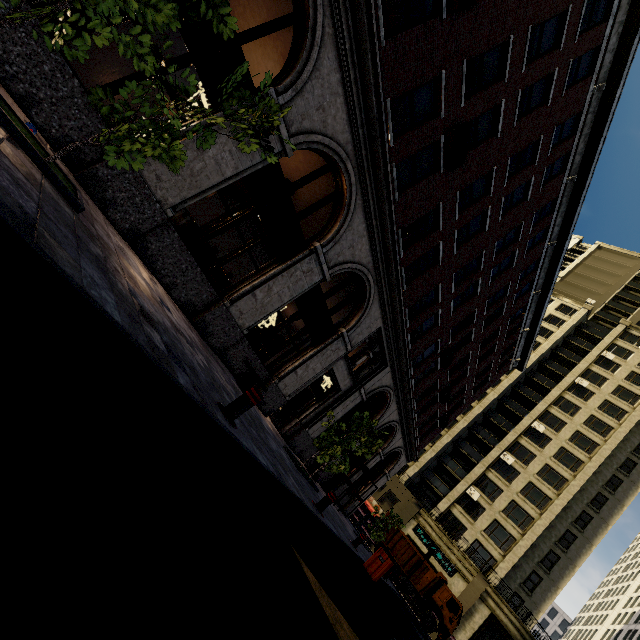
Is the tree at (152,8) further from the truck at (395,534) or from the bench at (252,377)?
the truck at (395,534)

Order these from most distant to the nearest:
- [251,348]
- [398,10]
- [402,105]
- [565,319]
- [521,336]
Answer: [565,319] < [521,336] < [402,105] < [251,348] < [398,10]

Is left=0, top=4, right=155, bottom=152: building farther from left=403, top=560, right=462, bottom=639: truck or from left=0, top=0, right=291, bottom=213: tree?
left=403, top=560, right=462, bottom=639: truck

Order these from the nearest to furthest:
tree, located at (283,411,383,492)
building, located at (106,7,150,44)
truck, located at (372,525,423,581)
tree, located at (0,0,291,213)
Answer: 1. tree, located at (0,0,291,213)
2. building, located at (106,7,150,44)
3. tree, located at (283,411,383,492)
4. truck, located at (372,525,423,581)

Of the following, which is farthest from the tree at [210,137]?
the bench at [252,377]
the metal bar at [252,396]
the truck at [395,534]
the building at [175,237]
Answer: the truck at [395,534]

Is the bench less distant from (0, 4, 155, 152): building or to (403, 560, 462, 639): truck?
(0, 4, 155, 152): building

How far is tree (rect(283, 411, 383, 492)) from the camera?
10.9m
